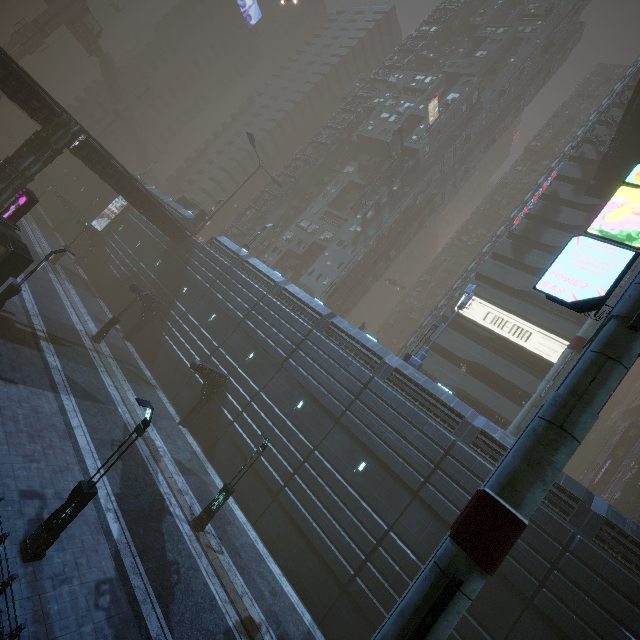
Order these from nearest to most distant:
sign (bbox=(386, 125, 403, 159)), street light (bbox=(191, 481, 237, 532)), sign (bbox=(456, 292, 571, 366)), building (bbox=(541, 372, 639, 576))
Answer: building (bbox=(541, 372, 639, 576)), street light (bbox=(191, 481, 237, 532)), sign (bbox=(456, 292, 571, 366)), sign (bbox=(386, 125, 403, 159))

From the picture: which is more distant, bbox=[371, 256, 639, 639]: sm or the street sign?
the street sign

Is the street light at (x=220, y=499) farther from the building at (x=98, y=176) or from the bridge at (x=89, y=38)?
the bridge at (x=89, y=38)

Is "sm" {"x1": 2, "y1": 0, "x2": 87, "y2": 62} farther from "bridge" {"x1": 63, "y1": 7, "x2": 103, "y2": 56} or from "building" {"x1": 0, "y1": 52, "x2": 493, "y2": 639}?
"building" {"x1": 0, "y1": 52, "x2": 493, "y2": 639}

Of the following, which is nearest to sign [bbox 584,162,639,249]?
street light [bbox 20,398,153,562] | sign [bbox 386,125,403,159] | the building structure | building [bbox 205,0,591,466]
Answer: building [bbox 205,0,591,466]

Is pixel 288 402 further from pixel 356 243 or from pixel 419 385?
pixel 356 243

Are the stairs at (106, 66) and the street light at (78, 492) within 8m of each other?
no

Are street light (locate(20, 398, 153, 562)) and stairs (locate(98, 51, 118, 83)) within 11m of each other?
no
